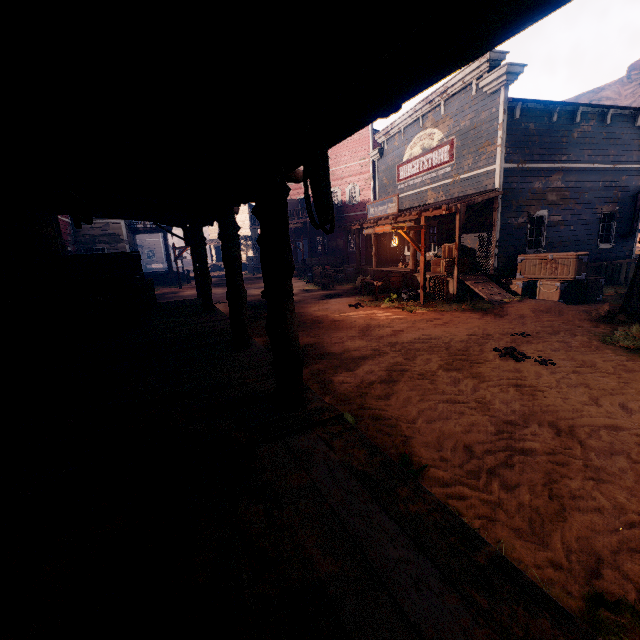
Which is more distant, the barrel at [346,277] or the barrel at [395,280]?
the barrel at [346,277]

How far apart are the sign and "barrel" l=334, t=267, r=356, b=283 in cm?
1745

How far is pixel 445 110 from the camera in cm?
1423

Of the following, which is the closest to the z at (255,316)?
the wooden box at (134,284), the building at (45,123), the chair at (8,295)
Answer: the building at (45,123)

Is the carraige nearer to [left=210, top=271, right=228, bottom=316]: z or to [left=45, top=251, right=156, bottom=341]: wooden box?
[left=210, top=271, right=228, bottom=316]: z

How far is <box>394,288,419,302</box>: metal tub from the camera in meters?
13.1

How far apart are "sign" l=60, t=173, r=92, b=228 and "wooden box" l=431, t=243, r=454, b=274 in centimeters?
1265cm

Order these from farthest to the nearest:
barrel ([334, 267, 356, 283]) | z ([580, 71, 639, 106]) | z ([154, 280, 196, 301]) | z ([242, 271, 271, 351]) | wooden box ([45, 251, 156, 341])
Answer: z ([580, 71, 639, 106]), barrel ([334, 267, 356, 283]), z ([154, 280, 196, 301]), z ([242, 271, 271, 351]), wooden box ([45, 251, 156, 341])
